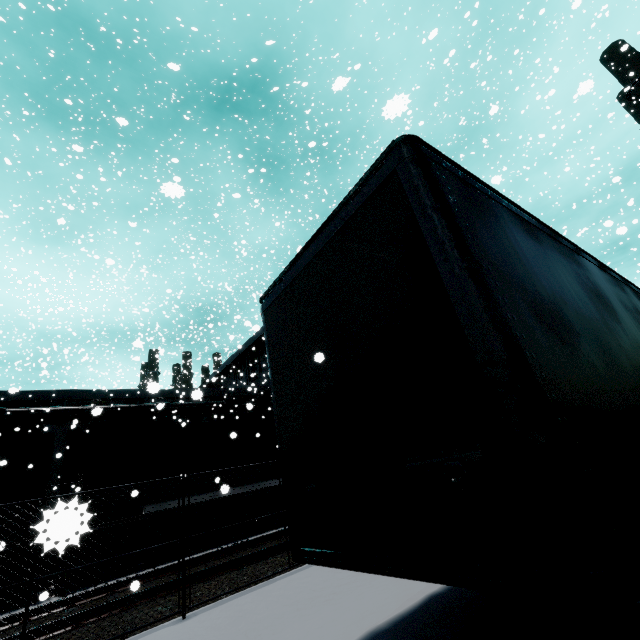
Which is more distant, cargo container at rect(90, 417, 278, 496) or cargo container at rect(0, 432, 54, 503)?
cargo container at rect(90, 417, 278, 496)

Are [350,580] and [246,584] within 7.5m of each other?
yes

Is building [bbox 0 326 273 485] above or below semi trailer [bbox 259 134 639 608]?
above

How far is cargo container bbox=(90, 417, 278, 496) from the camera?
9.9 meters

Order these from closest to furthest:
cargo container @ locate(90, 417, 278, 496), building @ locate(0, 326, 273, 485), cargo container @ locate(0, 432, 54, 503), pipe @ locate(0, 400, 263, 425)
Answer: cargo container @ locate(0, 432, 54, 503)
cargo container @ locate(90, 417, 278, 496)
building @ locate(0, 326, 273, 485)
pipe @ locate(0, 400, 263, 425)

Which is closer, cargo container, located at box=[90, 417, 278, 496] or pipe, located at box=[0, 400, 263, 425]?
cargo container, located at box=[90, 417, 278, 496]

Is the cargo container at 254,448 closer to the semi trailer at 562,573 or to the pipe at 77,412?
the pipe at 77,412
